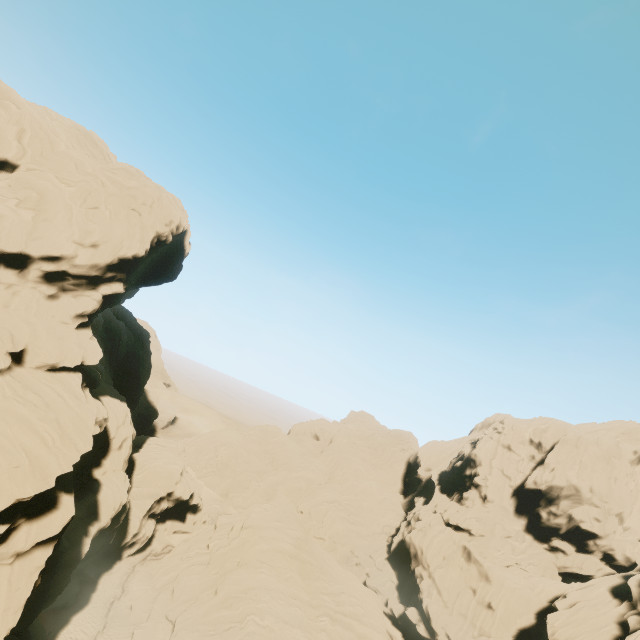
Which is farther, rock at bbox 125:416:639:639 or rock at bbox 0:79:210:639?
rock at bbox 125:416:639:639

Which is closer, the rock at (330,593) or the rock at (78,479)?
the rock at (78,479)

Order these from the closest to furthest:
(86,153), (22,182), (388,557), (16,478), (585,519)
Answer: (16,478) < (22,182) < (86,153) < (585,519) < (388,557)
